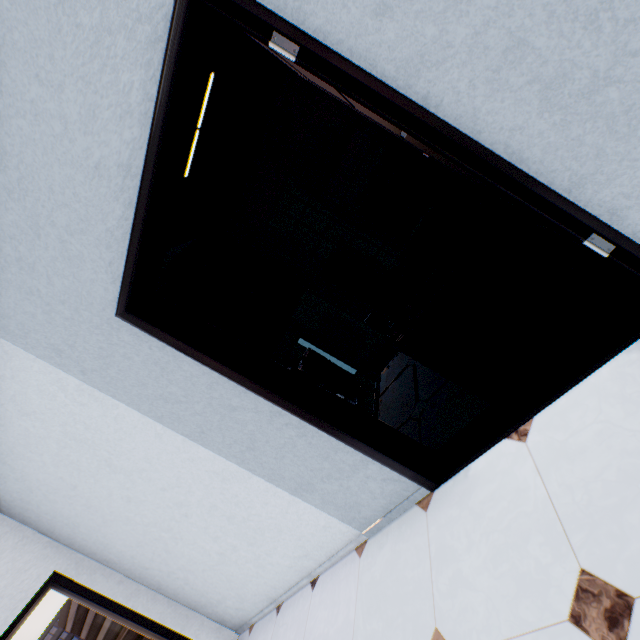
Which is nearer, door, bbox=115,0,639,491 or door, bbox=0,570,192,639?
door, bbox=115,0,639,491

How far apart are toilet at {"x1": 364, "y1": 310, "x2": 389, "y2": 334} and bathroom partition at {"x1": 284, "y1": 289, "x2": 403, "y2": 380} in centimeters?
41cm

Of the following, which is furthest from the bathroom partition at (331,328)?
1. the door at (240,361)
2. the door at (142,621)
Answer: the door at (142,621)

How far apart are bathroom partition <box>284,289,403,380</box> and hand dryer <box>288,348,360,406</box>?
0.3 meters

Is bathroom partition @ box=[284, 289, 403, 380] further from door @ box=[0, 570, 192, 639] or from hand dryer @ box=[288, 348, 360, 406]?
door @ box=[0, 570, 192, 639]

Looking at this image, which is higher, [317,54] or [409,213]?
[317,54]

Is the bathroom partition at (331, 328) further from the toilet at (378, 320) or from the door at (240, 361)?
the door at (240, 361)

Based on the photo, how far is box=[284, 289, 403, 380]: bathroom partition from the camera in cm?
341
